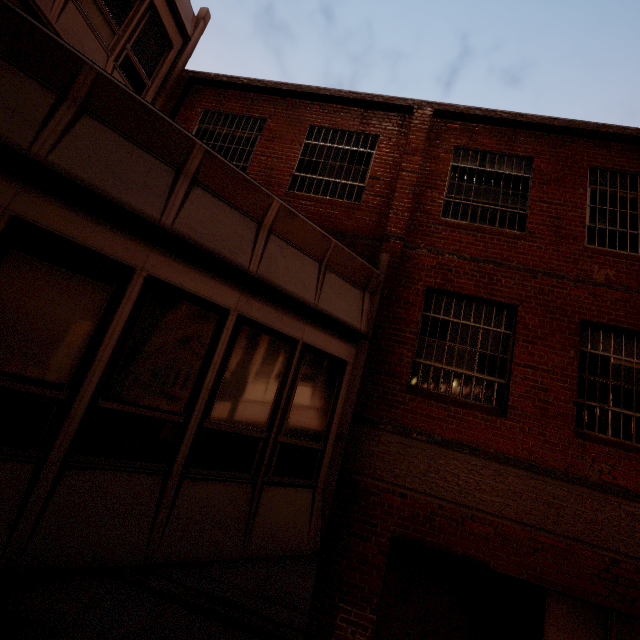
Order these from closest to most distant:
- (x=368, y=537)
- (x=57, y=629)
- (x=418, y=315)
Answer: (x=57, y=629), (x=368, y=537), (x=418, y=315)
